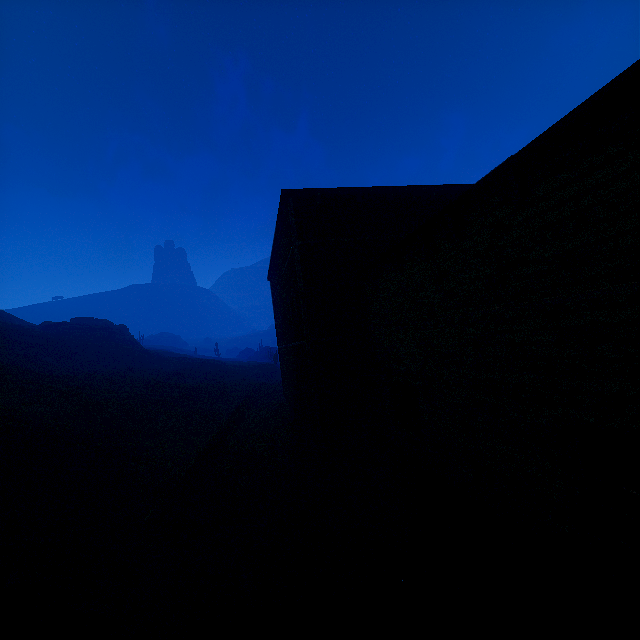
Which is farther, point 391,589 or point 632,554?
point 391,589

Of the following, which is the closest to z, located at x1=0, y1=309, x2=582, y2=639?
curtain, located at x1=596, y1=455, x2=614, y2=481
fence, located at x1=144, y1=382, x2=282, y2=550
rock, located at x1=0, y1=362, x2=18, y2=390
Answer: fence, located at x1=144, y1=382, x2=282, y2=550

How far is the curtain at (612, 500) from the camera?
4.1 meters

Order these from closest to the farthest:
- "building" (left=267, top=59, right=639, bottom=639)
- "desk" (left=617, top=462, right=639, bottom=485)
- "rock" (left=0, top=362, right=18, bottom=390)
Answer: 1. "building" (left=267, top=59, right=639, bottom=639)
2. "desk" (left=617, top=462, right=639, bottom=485)
3. "rock" (left=0, top=362, right=18, bottom=390)

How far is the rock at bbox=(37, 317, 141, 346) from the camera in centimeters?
4859cm

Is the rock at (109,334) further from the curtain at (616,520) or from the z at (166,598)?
the curtain at (616,520)

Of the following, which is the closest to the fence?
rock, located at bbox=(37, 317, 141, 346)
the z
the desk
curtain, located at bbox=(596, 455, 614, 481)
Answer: the z

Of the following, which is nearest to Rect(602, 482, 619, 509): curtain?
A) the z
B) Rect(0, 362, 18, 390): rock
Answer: the z
